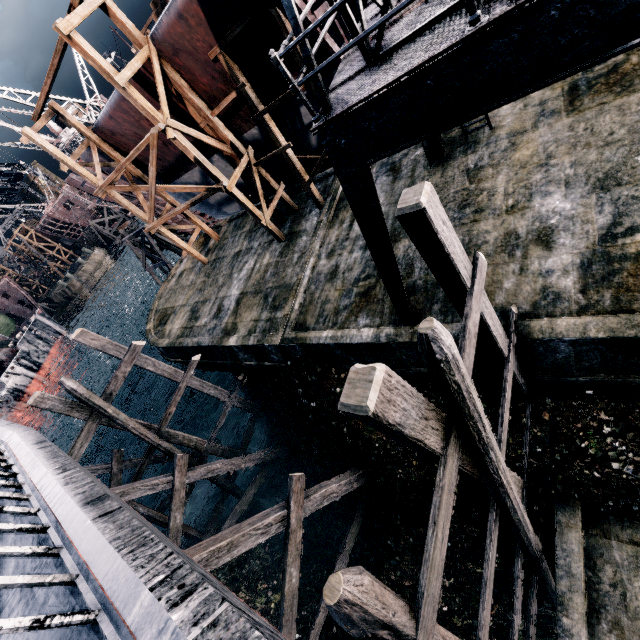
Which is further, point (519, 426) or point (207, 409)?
point (207, 409)

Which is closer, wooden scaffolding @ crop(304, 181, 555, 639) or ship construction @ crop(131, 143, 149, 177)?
wooden scaffolding @ crop(304, 181, 555, 639)

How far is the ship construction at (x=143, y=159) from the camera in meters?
19.1 m

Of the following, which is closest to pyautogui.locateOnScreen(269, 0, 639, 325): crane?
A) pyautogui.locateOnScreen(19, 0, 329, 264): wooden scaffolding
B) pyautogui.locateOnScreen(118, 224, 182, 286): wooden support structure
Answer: pyautogui.locateOnScreen(19, 0, 329, 264): wooden scaffolding

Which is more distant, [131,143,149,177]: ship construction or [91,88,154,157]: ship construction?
[131,143,149,177]: ship construction

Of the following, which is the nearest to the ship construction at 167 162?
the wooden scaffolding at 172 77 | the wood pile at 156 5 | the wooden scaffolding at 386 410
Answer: the wooden scaffolding at 172 77

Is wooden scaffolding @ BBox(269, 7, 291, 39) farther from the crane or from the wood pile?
the wood pile
